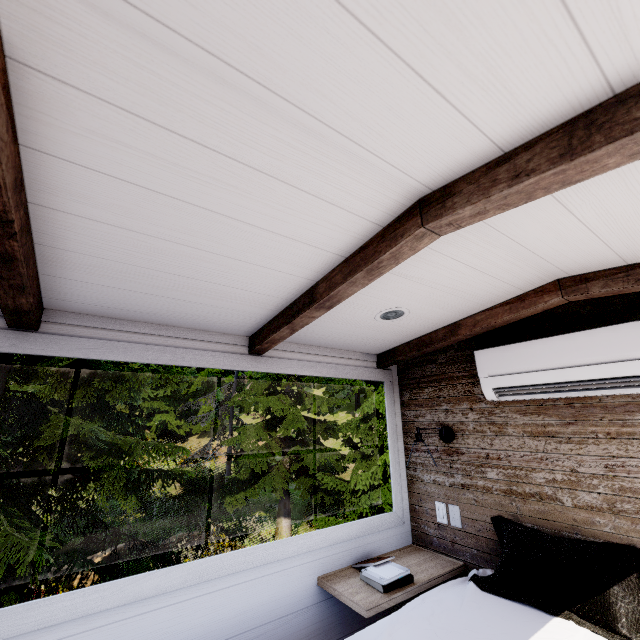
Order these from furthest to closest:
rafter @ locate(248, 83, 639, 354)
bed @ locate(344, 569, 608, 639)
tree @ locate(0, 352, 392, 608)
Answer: tree @ locate(0, 352, 392, 608) < bed @ locate(344, 569, 608, 639) < rafter @ locate(248, 83, 639, 354)

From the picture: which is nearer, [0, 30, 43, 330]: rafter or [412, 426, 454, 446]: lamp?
[0, 30, 43, 330]: rafter

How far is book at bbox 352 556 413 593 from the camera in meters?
1.8 m

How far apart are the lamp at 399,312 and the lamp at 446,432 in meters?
1.0

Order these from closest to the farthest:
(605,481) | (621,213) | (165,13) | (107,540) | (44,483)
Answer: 1. (165,13)
2. (621,213)
3. (605,481)
4. (44,483)
5. (107,540)

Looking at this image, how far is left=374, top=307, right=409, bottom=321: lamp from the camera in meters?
1.9

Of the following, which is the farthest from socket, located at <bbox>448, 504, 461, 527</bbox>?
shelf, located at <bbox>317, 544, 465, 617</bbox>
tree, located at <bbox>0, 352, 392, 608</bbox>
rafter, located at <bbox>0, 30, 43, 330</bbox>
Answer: tree, located at <bbox>0, 352, 392, 608</bbox>

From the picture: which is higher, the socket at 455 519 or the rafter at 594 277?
the rafter at 594 277
